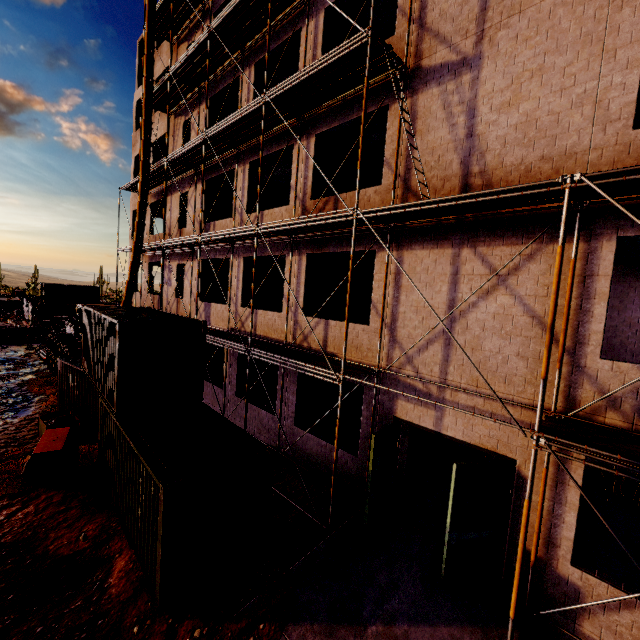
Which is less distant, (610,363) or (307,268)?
(610,363)

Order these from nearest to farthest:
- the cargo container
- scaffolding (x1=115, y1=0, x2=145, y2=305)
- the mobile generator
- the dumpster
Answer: the cargo container < the mobile generator < the dumpster < scaffolding (x1=115, y1=0, x2=145, y2=305)

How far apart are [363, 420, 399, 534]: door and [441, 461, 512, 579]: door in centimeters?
177cm

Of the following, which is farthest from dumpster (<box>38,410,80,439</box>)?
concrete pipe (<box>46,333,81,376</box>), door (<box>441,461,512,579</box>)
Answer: door (<box>441,461,512,579</box>)

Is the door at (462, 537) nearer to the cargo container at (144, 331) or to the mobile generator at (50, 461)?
the cargo container at (144, 331)

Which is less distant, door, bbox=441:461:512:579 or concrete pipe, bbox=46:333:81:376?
→ door, bbox=441:461:512:579

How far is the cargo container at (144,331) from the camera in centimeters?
627cm

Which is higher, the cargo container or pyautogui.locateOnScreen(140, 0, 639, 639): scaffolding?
pyautogui.locateOnScreen(140, 0, 639, 639): scaffolding
